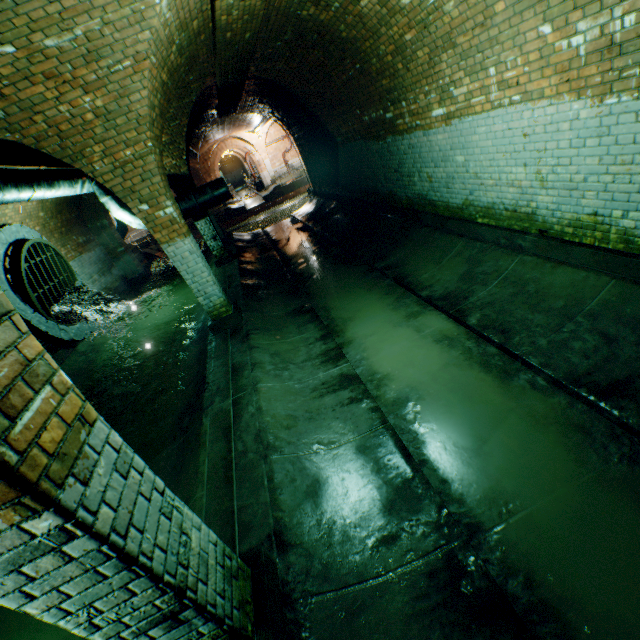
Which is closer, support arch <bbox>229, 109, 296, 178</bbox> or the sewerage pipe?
the sewerage pipe

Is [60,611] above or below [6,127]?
below

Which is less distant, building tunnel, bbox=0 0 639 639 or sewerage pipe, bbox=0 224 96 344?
building tunnel, bbox=0 0 639 639

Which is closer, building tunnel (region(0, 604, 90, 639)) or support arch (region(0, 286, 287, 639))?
support arch (region(0, 286, 287, 639))

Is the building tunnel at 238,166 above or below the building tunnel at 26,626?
above

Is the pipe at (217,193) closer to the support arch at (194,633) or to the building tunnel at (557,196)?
the building tunnel at (557,196)

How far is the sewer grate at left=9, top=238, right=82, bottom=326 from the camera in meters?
7.8 m

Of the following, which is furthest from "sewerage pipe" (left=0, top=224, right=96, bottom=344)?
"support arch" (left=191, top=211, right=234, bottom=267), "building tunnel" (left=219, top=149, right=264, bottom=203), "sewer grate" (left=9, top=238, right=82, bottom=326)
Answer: "building tunnel" (left=219, top=149, right=264, bottom=203)
